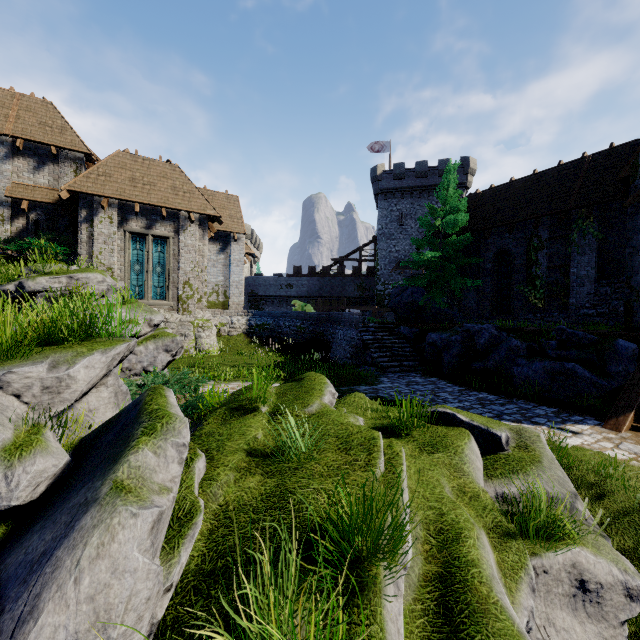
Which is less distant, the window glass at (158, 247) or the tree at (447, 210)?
the window glass at (158, 247)

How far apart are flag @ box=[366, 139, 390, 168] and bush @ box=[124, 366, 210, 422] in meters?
40.0

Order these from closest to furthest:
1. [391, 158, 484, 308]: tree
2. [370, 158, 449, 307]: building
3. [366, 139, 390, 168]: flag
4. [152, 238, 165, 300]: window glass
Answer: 1. [152, 238, 165, 300]: window glass
2. [391, 158, 484, 308]: tree
3. [370, 158, 449, 307]: building
4. [366, 139, 390, 168]: flag

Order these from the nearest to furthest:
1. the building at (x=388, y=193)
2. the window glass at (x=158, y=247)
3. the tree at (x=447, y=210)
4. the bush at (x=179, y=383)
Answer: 1. the bush at (x=179, y=383)
2. the window glass at (x=158, y=247)
3. the tree at (x=447, y=210)
4. the building at (x=388, y=193)

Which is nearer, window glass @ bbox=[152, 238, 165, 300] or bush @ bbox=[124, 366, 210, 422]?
bush @ bbox=[124, 366, 210, 422]

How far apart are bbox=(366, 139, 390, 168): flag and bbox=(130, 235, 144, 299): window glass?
32.3 meters

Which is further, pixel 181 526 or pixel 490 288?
pixel 490 288

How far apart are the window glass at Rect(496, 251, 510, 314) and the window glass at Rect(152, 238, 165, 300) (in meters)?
19.25
